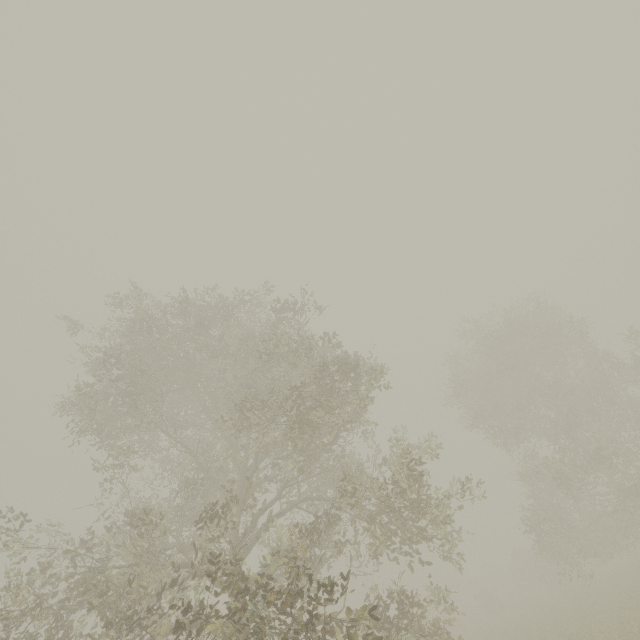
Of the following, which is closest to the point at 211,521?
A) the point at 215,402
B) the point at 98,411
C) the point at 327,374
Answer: the point at 327,374
